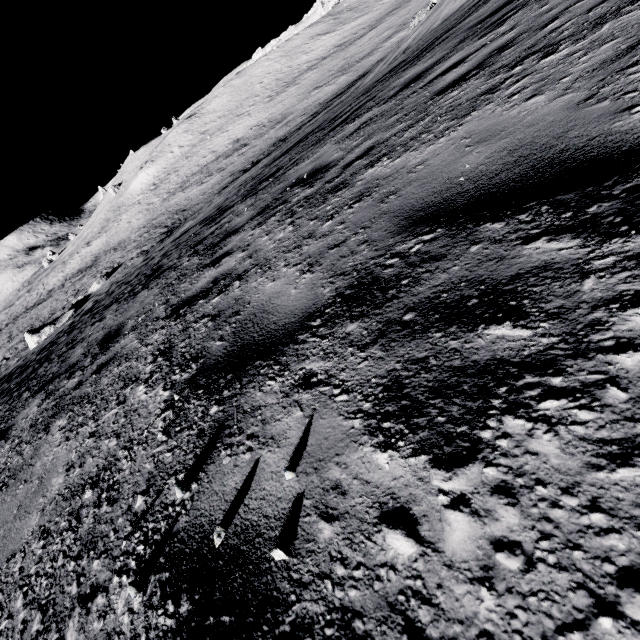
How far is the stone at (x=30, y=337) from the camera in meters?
23.7

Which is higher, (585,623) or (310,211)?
(585,623)

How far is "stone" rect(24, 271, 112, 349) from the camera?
23.7m
